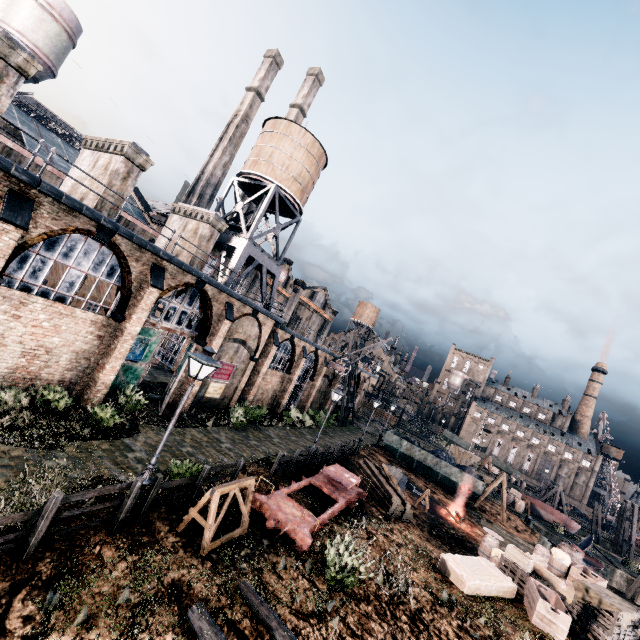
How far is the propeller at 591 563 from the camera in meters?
30.4

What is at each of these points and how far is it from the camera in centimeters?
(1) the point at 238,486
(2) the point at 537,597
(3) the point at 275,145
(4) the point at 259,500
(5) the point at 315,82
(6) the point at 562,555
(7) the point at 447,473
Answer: (1) wooden support structure, 1116cm
(2) wooden crate, 1343cm
(3) water tower, 2870cm
(4) rail car base, 1280cm
(5) building, 4997cm
(6) wooden barrel, 1709cm
(7) rail car container, 3369cm

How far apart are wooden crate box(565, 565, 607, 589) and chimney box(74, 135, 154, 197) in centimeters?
3039cm

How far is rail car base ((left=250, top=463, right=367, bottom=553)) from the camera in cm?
1192

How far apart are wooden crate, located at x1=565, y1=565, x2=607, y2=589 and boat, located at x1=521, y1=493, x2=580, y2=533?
32.1m

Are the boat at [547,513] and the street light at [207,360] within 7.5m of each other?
no

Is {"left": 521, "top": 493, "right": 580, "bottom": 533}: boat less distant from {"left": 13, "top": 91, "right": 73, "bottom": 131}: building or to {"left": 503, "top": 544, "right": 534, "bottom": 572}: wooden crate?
{"left": 503, "top": 544, "right": 534, "bottom": 572}: wooden crate

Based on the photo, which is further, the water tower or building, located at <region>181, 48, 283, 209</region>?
building, located at <region>181, 48, 283, 209</region>
